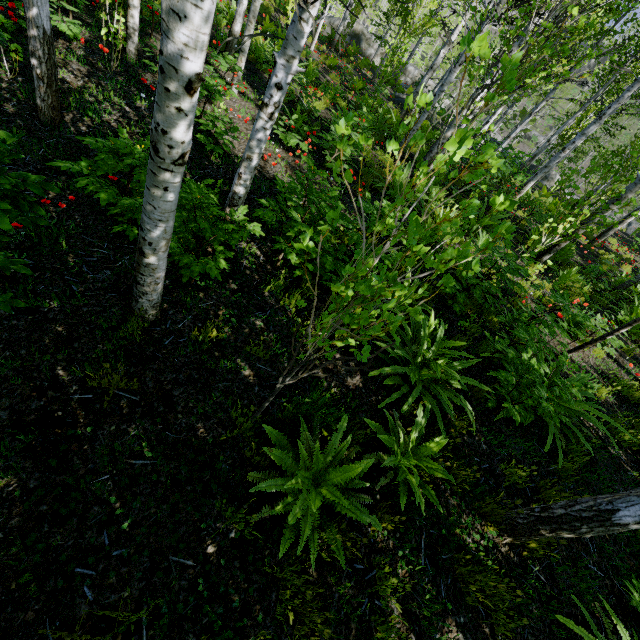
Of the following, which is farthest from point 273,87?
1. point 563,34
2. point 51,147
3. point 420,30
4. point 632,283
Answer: point 420,30

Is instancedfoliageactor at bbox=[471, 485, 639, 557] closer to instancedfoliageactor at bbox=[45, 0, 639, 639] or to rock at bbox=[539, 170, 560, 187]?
instancedfoliageactor at bbox=[45, 0, 639, 639]

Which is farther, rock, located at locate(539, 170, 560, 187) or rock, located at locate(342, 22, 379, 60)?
rock, located at locate(342, 22, 379, 60)

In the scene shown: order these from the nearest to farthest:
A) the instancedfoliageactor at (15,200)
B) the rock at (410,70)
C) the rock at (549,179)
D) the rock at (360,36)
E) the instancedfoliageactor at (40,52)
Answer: the instancedfoliageactor at (15,200) < the instancedfoliageactor at (40,52) < the rock at (549,179) < the rock at (410,70) < the rock at (360,36)

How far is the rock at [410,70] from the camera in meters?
27.3 m

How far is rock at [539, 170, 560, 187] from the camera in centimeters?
2539cm
